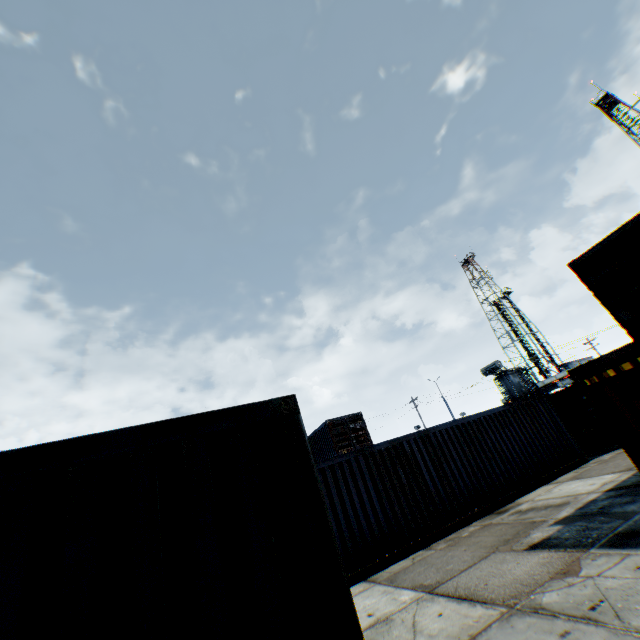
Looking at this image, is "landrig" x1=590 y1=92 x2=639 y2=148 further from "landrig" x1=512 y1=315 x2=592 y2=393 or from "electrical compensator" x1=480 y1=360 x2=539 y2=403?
"electrical compensator" x1=480 y1=360 x2=539 y2=403

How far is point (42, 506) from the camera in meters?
2.1

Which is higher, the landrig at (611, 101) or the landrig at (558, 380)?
the landrig at (611, 101)

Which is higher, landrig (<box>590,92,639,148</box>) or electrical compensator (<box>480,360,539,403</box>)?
landrig (<box>590,92,639,148</box>)

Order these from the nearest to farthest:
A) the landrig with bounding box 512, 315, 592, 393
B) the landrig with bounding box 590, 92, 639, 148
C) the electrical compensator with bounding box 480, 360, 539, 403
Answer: the electrical compensator with bounding box 480, 360, 539, 403 → the landrig with bounding box 590, 92, 639, 148 → the landrig with bounding box 512, 315, 592, 393

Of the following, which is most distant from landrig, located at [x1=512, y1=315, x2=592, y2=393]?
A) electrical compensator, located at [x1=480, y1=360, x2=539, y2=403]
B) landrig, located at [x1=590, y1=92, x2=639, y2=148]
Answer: electrical compensator, located at [x1=480, y1=360, x2=539, y2=403]

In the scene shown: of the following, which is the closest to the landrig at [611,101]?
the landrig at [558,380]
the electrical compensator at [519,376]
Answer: the landrig at [558,380]
